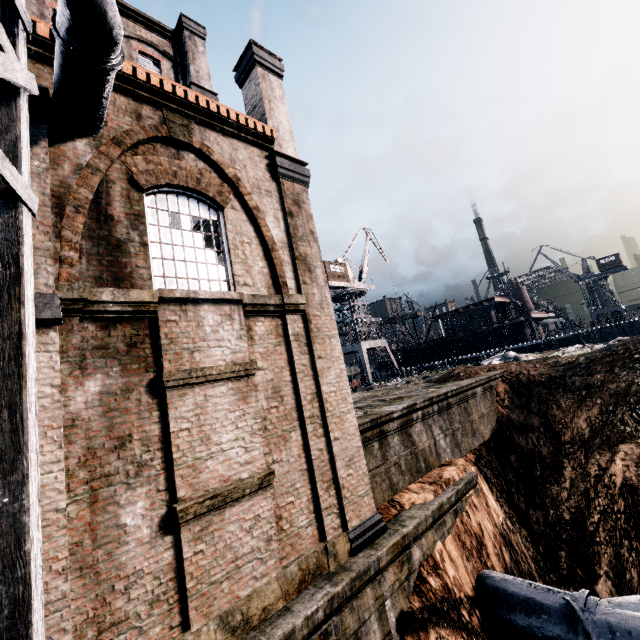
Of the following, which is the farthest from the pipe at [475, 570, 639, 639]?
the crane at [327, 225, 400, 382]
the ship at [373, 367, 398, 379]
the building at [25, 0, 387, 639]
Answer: the ship at [373, 367, 398, 379]

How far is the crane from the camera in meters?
43.3

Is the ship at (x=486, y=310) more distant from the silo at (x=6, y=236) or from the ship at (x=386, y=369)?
the silo at (x=6, y=236)

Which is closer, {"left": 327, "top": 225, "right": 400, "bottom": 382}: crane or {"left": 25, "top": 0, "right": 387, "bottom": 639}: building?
{"left": 25, "top": 0, "right": 387, "bottom": 639}: building

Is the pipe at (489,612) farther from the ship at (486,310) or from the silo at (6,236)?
the ship at (486,310)

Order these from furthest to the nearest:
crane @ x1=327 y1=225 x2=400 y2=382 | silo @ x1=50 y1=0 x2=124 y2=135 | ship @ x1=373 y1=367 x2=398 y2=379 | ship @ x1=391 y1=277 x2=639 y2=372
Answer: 1. ship @ x1=373 y1=367 x2=398 y2=379
2. crane @ x1=327 y1=225 x2=400 y2=382
3. ship @ x1=391 y1=277 x2=639 y2=372
4. silo @ x1=50 y1=0 x2=124 y2=135

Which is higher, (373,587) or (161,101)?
(161,101)

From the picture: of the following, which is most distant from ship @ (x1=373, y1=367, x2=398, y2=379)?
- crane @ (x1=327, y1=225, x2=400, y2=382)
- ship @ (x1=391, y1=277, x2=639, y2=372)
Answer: crane @ (x1=327, y1=225, x2=400, y2=382)
